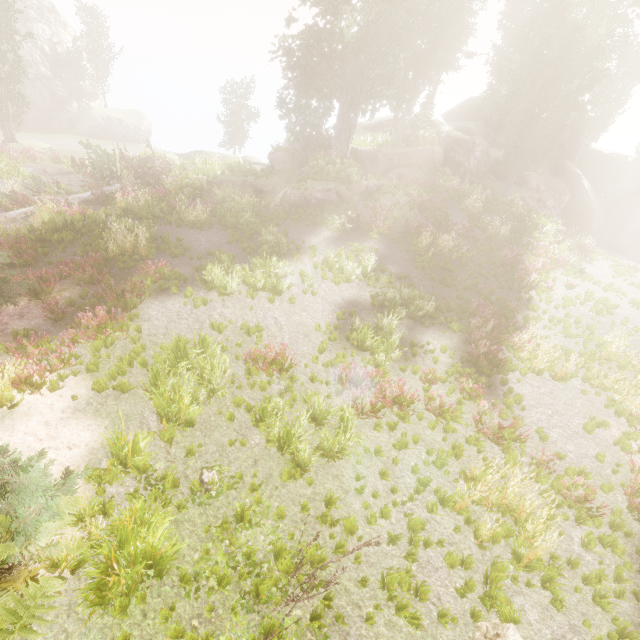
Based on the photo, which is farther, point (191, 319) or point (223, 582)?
point (191, 319)

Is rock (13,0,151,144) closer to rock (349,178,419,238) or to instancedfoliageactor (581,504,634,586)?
instancedfoliageactor (581,504,634,586)

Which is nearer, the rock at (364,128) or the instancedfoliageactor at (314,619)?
the instancedfoliageactor at (314,619)

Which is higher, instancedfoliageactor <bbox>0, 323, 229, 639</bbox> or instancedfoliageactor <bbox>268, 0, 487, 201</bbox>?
instancedfoliageactor <bbox>268, 0, 487, 201</bbox>

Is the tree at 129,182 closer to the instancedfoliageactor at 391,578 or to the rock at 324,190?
the instancedfoliageactor at 391,578

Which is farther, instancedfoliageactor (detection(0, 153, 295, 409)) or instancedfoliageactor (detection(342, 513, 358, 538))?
instancedfoliageactor (detection(0, 153, 295, 409))

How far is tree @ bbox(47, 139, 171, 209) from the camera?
18.6 meters

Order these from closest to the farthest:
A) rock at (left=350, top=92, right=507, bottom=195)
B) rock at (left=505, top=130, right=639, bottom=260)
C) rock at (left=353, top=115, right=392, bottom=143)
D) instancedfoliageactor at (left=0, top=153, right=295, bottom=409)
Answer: instancedfoliageactor at (left=0, top=153, right=295, bottom=409) < rock at (left=350, top=92, right=507, bottom=195) < rock at (left=353, top=115, right=392, bottom=143) < rock at (left=505, top=130, right=639, bottom=260)
